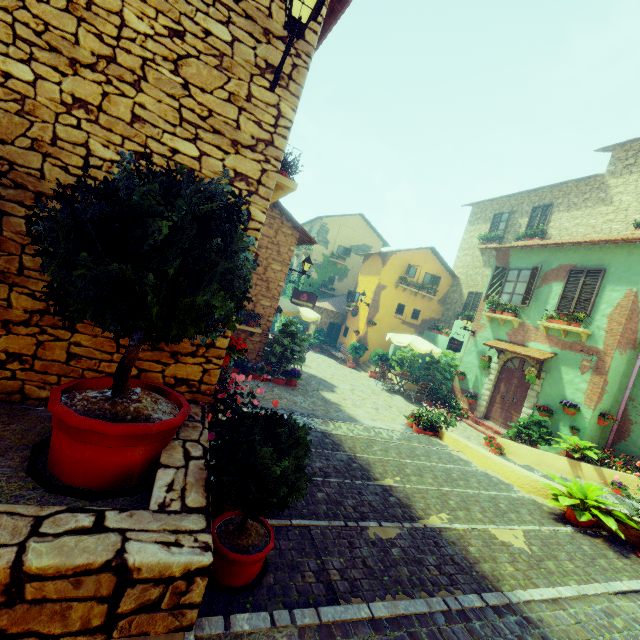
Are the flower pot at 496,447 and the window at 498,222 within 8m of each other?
no

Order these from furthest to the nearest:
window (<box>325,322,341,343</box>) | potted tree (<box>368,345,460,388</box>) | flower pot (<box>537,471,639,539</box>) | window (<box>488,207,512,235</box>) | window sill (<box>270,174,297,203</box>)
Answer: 1. window (<box>325,322,341,343</box>)
2. window (<box>488,207,512,235</box>)
3. potted tree (<box>368,345,460,388</box>)
4. flower pot (<box>537,471,639,539</box>)
5. window sill (<box>270,174,297,203</box>)

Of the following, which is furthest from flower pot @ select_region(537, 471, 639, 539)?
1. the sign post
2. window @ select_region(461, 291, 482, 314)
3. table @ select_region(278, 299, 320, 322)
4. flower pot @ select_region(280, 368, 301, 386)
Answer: window @ select_region(461, 291, 482, 314)

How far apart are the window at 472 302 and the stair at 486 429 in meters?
7.5

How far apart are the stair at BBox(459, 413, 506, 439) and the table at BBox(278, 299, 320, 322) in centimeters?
706cm

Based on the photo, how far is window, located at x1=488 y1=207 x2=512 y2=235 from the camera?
18.4m

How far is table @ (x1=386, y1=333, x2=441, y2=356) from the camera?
14.1 meters

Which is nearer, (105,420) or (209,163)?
(105,420)
